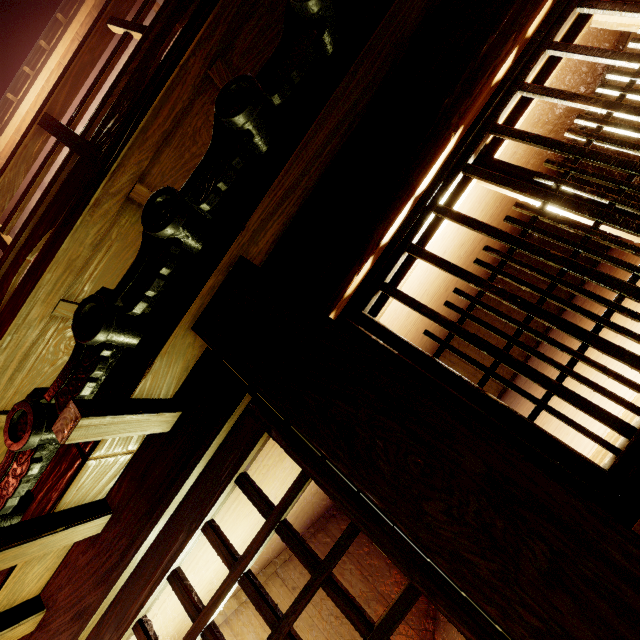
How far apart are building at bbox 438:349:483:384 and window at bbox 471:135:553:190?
9.04m

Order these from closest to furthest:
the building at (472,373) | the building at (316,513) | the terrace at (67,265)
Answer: the terrace at (67,265) < the building at (316,513) < the building at (472,373)

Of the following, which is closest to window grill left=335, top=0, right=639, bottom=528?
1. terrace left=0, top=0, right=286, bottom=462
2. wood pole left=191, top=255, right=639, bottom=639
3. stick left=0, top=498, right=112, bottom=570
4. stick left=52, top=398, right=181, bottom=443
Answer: wood pole left=191, top=255, right=639, bottom=639

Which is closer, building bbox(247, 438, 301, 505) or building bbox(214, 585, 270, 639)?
building bbox(247, 438, 301, 505)

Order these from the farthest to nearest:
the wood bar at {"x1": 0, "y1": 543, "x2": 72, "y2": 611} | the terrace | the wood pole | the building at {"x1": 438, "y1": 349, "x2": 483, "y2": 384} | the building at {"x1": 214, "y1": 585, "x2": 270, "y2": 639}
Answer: the building at {"x1": 438, "y1": 349, "x2": 483, "y2": 384}
the building at {"x1": 214, "y1": 585, "x2": 270, "y2": 639}
the terrace
the wood bar at {"x1": 0, "y1": 543, "x2": 72, "y2": 611}
the wood pole

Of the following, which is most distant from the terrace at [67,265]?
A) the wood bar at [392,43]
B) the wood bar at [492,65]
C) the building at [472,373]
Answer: the building at [472,373]

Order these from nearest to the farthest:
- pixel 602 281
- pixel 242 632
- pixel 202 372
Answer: pixel 602 281 < pixel 202 372 < pixel 242 632

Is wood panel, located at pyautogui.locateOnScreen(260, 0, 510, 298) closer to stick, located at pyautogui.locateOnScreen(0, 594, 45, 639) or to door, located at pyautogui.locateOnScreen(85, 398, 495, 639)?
door, located at pyautogui.locateOnScreen(85, 398, 495, 639)
